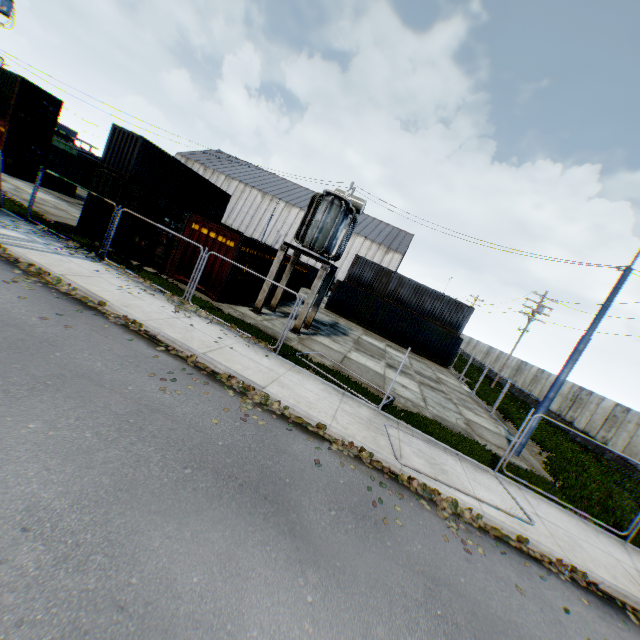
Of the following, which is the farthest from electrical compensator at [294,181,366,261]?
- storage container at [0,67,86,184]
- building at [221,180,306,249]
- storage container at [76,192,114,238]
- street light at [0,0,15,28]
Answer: building at [221,180,306,249]

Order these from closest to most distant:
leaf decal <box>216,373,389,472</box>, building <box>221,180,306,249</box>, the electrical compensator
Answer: leaf decal <box>216,373,389,472</box> < the electrical compensator < building <box>221,180,306,249</box>

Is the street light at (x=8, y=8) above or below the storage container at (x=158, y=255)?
above

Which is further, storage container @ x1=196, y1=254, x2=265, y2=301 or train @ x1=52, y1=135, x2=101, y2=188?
train @ x1=52, y1=135, x2=101, y2=188

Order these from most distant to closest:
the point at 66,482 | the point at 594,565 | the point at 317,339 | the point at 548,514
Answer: the point at 317,339 < the point at 548,514 < the point at 594,565 < the point at 66,482

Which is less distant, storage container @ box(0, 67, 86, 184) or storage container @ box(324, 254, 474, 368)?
storage container @ box(0, 67, 86, 184)

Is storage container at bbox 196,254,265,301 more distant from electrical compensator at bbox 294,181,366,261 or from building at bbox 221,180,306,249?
building at bbox 221,180,306,249

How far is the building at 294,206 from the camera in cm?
5759
